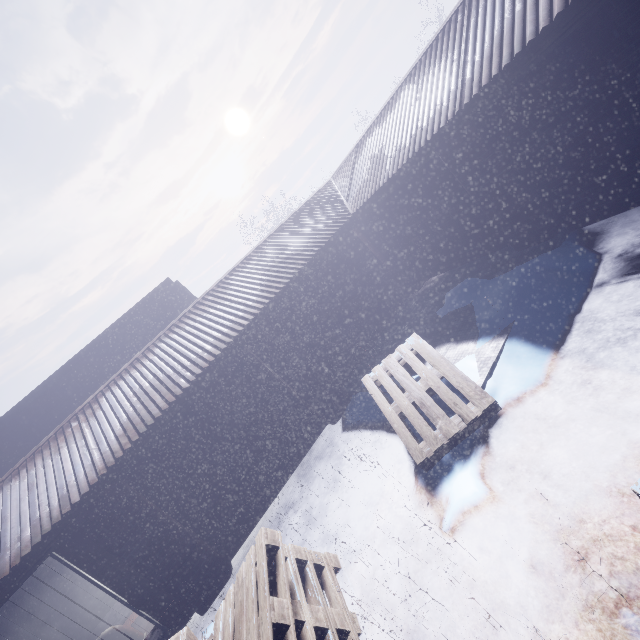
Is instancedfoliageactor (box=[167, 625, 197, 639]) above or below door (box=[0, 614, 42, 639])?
below

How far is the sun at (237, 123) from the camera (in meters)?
58.59

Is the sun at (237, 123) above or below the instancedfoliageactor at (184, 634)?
above

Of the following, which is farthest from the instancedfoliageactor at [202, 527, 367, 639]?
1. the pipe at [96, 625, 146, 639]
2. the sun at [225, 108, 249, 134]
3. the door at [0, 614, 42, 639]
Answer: the sun at [225, 108, 249, 134]

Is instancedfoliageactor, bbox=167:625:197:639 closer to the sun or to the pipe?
the pipe

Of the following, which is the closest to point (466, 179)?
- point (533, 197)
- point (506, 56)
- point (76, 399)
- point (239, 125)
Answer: point (533, 197)

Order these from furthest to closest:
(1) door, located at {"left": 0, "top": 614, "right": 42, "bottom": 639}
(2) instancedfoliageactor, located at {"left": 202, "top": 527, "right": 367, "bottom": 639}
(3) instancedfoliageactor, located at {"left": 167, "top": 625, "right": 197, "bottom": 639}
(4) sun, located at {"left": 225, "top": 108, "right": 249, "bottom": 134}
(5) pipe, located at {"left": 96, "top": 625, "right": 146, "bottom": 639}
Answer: (4) sun, located at {"left": 225, "top": 108, "right": 249, "bottom": 134}
(1) door, located at {"left": 0, "top": 614, "right": 42, "bottom": 639}
(5) pipe, located at {"left": 96, "top": 625, "right": 146, "bottom": 639}
(3) instancedfoliageactor, located at {"left": 167, "top": 625, "right": 197, "bottom": 639}
(2) instancedfoliageactor, located at {"left": 202, "top": 527, "right": 367, "bottom": 639}
